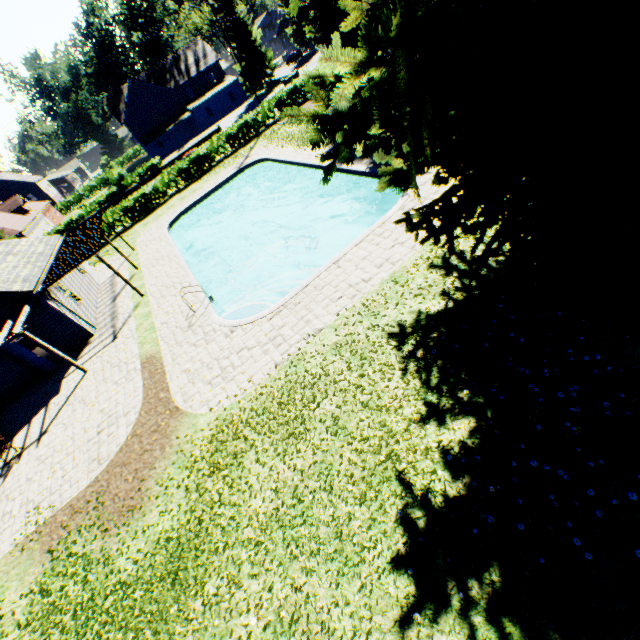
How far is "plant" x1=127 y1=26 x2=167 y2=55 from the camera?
57.12m

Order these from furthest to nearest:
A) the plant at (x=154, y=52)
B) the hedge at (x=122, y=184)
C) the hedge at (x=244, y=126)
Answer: the plant at (x=154, y=52) < the hedge at (x=122, y=184) < the hedge at (x=244, y=126)

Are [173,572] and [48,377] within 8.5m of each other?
no

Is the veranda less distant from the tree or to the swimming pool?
the swimming pool

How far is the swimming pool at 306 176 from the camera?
12.14m

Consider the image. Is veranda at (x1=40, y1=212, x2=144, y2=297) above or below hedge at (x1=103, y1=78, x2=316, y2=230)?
above

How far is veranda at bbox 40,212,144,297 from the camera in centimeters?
1568cm

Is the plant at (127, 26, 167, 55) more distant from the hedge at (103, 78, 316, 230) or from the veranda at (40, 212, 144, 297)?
the veranda at (40, 212, 144, 297)
